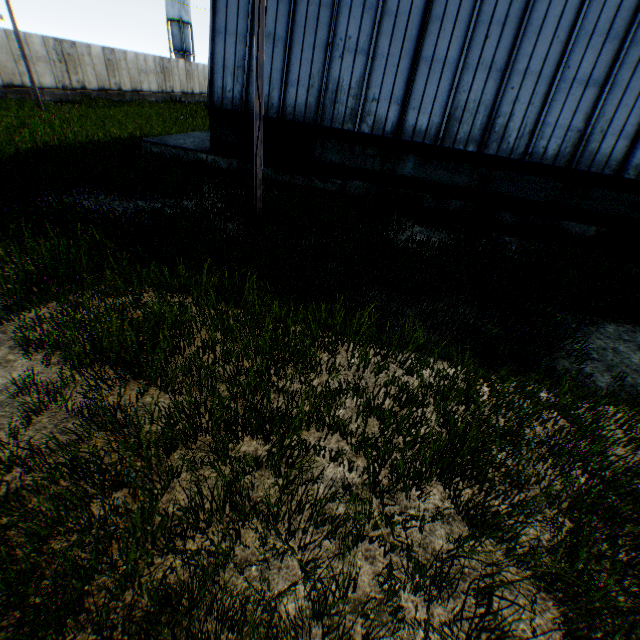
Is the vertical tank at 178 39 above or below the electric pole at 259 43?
above

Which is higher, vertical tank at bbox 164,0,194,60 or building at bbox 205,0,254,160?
vertical tank at bbox 164,0,194,60

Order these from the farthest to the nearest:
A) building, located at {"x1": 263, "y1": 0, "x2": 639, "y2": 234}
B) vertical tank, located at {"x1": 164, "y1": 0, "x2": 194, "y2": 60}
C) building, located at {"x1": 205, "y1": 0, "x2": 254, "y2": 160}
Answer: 1. vertical tank, located at {"x1": 164, "y1": 0, "x2": 194, "y2": 60}
2. building, located at {"x1": 205, "y1": 0, "x2": 254, "y2": 160}
3. building, located at {"x1": 263, "y1": 0, "x2": 639, "y2": 234}

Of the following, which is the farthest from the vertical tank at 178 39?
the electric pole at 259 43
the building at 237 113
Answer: the electric pole at 259 43

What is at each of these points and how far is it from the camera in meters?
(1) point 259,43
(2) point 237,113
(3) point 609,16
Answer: (1) electric pole, 6.7 m
(2) building, 11.9 m
(3) building, 9.2 m

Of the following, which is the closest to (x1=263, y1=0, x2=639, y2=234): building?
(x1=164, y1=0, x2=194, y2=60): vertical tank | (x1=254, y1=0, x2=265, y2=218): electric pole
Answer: (x1=254, y1=0, x2=265, y2=218): electric pole

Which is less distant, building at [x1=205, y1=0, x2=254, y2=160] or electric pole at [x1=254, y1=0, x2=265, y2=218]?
electric pole at [x1=254, y1=0, x2=265, y2=218]
